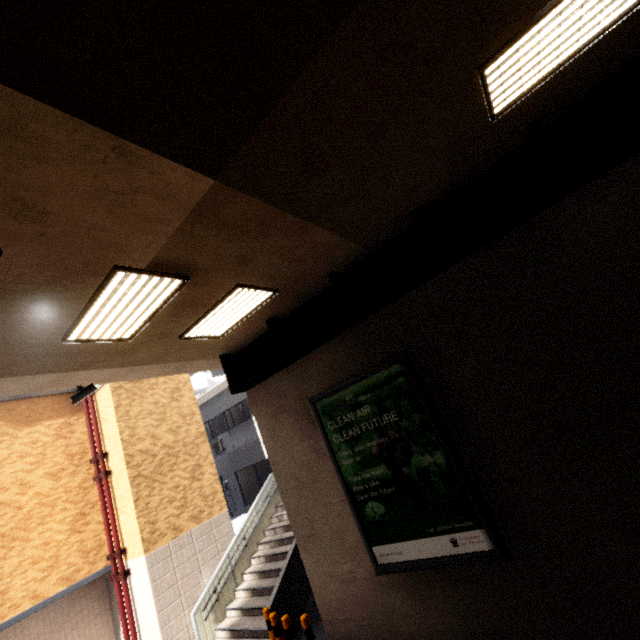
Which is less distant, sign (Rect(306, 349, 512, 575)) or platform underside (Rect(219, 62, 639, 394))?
platform underside (Rect(219, 62, 639, 394))

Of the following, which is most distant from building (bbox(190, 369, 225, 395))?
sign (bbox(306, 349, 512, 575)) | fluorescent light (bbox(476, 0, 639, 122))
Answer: fluorescent light (bbox(476, 0, 639, 122))

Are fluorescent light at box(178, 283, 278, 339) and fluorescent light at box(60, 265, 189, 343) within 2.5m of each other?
yes

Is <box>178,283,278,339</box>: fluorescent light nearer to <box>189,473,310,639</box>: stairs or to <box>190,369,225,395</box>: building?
<box>189,473,310,639</box>: stairs

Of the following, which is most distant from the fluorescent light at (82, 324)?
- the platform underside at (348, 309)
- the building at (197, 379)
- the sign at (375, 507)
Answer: the building at (197, 379)

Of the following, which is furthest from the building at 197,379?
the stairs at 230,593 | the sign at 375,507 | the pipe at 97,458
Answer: the sign at 375,507

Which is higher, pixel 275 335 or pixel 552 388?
pixel 275 335

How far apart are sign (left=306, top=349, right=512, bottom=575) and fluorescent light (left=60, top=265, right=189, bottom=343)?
3.64m
